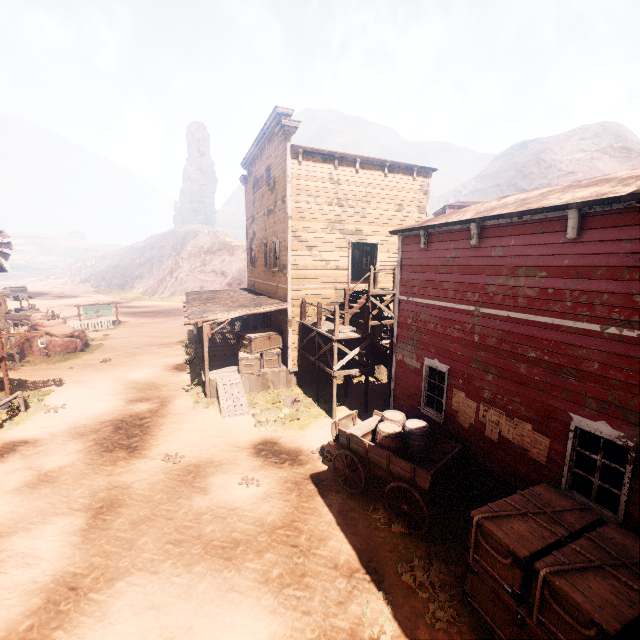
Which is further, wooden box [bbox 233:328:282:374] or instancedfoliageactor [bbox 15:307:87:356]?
instancedfoliageactor [bbox 15:307:87:356]

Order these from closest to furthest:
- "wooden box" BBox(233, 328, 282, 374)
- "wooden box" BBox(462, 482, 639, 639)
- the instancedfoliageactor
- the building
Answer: "wooden box" BBox(462, 482, 639, 639)
the building
"wooden box" BBox(233, 328, 282, 374)
the instancedfoliageactor

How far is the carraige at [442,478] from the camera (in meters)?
7.14

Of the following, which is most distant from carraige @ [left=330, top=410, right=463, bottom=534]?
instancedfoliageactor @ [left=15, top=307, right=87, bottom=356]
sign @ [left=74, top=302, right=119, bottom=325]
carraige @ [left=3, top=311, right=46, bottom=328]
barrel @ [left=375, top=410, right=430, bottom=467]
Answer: carraige @ [left=3, top=311, right=46, bottom=328]

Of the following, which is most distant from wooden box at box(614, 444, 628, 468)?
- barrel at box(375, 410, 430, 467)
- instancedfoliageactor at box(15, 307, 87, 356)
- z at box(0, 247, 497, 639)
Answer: instancedfoliageactor at box(15, 307, 87, 356)

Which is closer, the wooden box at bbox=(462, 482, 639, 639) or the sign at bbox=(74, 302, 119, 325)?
the wooden box at bbox=(462, 482, 639, 639)

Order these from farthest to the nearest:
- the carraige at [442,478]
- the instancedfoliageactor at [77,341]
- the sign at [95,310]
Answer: the sign at [95,310], the instancedfoliageactor at [77,341], the carraige at [442,478]

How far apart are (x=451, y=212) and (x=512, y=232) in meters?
3.1 m
